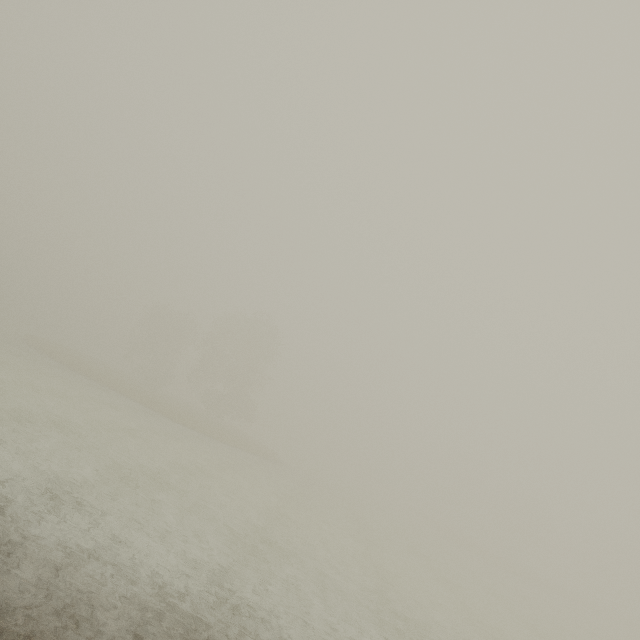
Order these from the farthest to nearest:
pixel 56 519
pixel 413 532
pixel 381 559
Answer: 1. pixel 413 532
2. pixel 381 559
3. pixel 56 519
